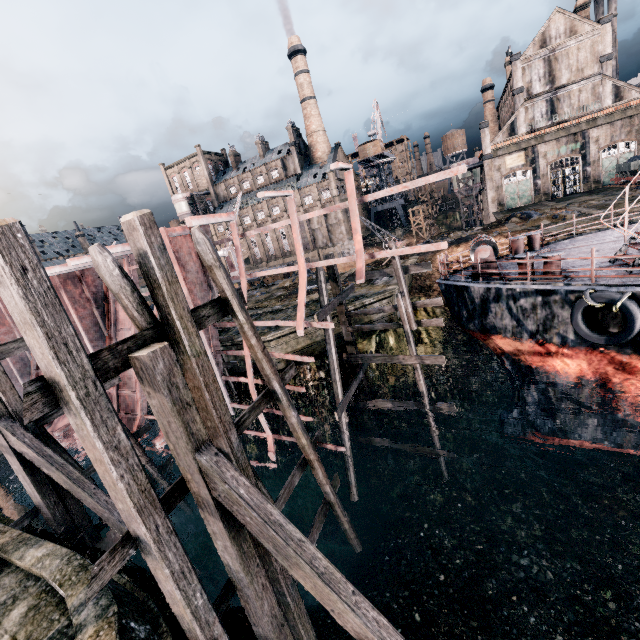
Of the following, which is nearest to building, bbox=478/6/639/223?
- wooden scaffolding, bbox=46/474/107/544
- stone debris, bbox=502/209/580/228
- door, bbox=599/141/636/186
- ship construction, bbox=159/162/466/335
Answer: door, bbox=599/141/636/186

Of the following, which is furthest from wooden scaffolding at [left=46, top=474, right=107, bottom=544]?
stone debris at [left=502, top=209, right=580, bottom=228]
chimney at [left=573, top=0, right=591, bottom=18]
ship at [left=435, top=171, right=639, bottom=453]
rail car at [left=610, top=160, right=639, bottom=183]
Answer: chimney at [left=573, top=0, right=591, bottom=18]

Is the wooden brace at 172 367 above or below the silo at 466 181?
below

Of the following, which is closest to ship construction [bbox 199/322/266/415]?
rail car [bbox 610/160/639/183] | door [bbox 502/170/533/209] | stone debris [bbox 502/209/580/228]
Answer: stone debris [bbox 502/209/580/228]

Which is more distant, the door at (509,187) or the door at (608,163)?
the door at (509,187)

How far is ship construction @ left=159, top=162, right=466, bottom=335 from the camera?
7.5 meters

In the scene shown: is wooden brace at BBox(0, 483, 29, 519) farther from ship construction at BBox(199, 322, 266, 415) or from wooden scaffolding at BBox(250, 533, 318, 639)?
wooden scaffolding at BBox(250, 533, 318, 639)

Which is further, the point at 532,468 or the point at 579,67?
the point at 579,67
